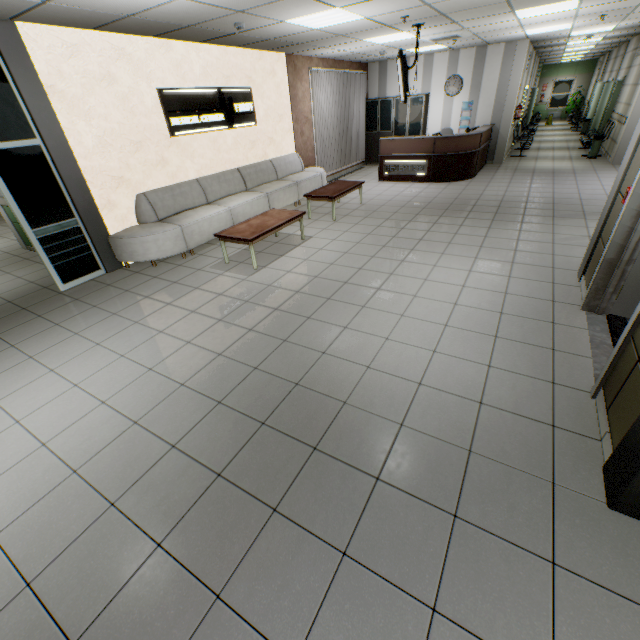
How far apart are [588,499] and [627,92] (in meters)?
14.19

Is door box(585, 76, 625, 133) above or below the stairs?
above

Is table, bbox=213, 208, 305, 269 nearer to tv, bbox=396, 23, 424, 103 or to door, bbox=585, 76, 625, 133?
tv, bbox=396, 23, 424, 103

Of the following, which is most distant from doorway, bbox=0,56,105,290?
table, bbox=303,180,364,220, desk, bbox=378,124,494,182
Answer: desk, bbox=378,124,494,182

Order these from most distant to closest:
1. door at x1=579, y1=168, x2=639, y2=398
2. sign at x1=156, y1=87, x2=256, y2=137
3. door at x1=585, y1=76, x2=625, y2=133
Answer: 1. door at x1=585, y1=76, x2=625, y2=133
2. sign at x1=156, y1=87, x2=256, y2=137
3. door at x1=579, y1=168, x2=639, y2=398

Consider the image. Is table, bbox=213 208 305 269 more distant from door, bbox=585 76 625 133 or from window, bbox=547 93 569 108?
window, bbox=547 93 569 108

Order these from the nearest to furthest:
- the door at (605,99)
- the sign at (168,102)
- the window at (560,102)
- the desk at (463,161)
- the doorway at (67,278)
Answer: the doorway at (67,278)
the sign at (168,102)
the desk at (463,161)
the door at (605,99)
the window at (560,102)

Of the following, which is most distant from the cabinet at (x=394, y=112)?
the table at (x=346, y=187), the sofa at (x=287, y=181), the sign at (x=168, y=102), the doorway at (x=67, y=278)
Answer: the doorway at (x=67, y=278)
